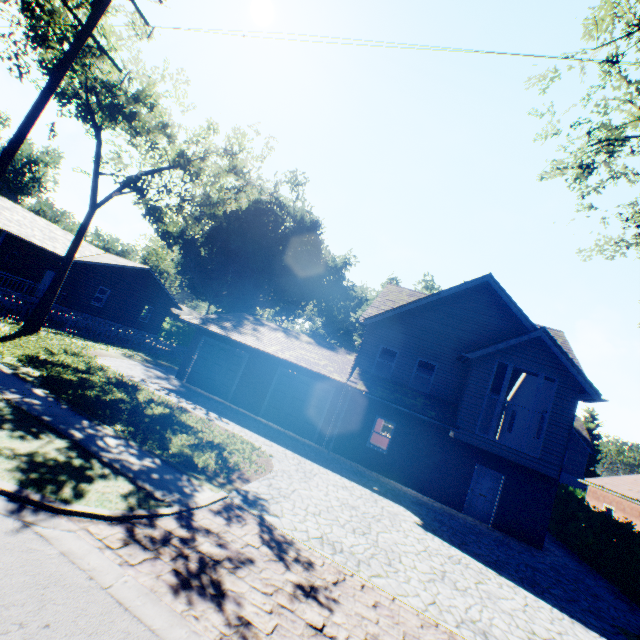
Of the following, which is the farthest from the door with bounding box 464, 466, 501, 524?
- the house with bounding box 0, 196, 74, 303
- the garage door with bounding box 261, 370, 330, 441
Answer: the house with bounding box 0, 196, 74, 303

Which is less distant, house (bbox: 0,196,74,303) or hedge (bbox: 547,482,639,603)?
hedge (bbox: 547,482,639,603)

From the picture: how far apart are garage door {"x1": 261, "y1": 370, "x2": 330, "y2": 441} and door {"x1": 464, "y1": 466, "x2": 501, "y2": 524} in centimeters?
750cm

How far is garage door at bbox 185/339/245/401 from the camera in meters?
18.8 m

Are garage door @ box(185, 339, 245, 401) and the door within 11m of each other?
no

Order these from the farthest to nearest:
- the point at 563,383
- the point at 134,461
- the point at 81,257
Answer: the point at 81,257
the point at 563,383
the point at 134,461

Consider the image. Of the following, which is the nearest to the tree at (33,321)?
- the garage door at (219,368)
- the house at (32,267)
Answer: the house at (32,267)

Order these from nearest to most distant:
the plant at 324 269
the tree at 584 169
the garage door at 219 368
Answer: the tree at 584 169 < the garage door at 219 368 < the plant at 324 269
